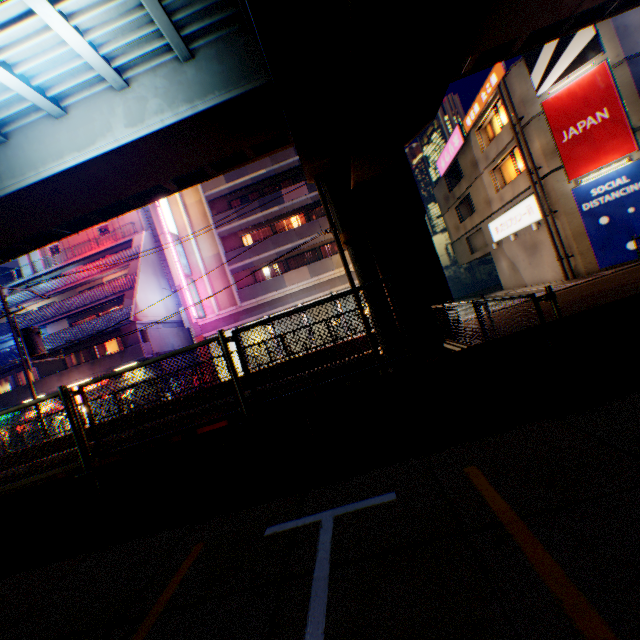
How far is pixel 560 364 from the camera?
3.72m

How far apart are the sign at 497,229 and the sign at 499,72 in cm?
623

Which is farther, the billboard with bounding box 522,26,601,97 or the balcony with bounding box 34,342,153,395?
the balcony with bounding box 34,342,153,395

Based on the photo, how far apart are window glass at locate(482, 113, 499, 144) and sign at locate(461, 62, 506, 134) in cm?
56

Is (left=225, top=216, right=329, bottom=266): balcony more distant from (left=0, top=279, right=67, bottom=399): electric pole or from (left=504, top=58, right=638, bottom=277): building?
(left=504, top=58, right=638, bottom=277): building

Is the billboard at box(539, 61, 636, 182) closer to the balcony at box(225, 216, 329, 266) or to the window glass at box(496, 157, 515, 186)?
the window glass at box(496, 157, 515, 186)

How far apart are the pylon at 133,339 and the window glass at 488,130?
29.6 meters

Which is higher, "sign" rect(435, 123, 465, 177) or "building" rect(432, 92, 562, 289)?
"sign" rect(435, 123, 465, 177)
